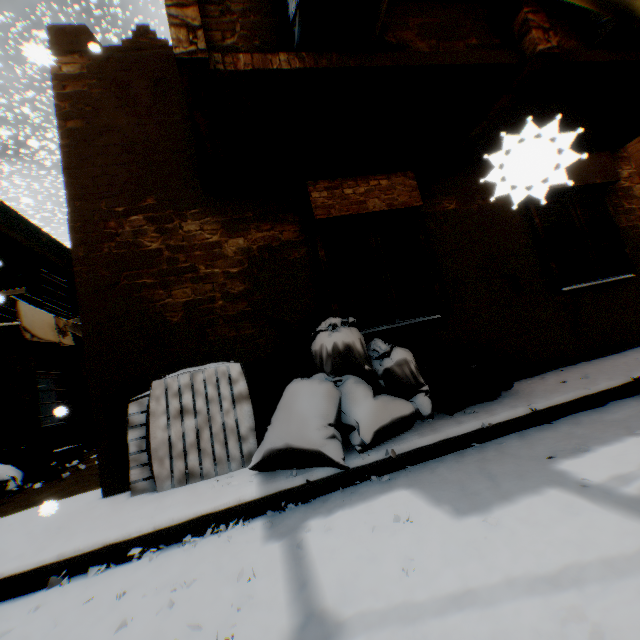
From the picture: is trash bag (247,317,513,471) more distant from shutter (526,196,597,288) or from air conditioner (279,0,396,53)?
shutter (526,196,597,288)

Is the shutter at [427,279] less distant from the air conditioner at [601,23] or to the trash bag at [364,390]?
the trash bag at [364,390]

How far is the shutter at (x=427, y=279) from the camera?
4.5 meters

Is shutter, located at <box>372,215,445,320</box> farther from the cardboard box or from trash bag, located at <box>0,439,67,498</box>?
the cardboard box

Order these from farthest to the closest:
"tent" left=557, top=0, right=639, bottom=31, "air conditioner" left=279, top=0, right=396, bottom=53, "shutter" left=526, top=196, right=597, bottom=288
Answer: "shutter" left=526, top=196, right=597, bottom=288 → "tent" left=557, top=0, right=639, bottom=31 → "air conditioner" left=279, top=0, right=396, bottom=53

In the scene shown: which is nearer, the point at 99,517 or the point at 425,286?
the point at 99,517

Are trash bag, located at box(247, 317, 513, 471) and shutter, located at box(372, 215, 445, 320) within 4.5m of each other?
yes

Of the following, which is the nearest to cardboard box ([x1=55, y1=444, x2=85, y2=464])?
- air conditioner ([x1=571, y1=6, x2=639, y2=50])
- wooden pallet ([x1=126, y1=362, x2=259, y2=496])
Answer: wooden pallet ([x1=126, y1=362, x2=259, y2=496])
